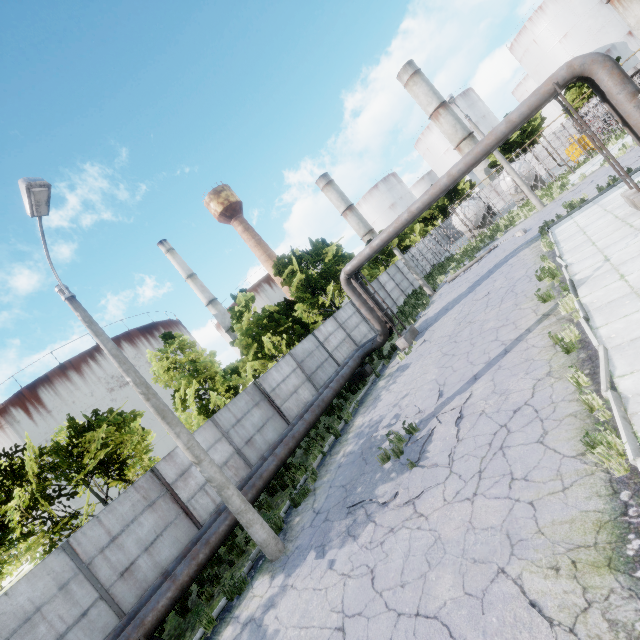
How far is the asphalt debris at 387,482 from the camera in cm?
656

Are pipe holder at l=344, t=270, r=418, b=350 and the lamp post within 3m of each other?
no

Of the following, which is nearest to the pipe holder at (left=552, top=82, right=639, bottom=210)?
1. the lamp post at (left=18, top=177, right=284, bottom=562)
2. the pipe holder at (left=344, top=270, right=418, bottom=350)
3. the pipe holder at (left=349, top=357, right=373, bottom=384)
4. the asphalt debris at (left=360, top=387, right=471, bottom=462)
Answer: the asphalt debris at (left=360, top=387, right=471, bottom=462)

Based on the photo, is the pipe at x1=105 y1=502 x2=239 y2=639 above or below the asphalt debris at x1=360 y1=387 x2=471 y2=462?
above

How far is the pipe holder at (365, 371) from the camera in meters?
17.3

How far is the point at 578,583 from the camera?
3.47m

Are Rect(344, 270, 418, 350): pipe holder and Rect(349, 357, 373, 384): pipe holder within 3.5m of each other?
yes

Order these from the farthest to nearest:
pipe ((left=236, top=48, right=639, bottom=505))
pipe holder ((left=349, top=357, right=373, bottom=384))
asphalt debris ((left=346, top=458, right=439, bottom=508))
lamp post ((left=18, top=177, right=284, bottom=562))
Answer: pipe holder ((left=349, top=357, right=373, bottom=384)) < pipe ((left=236, top=48, right=639, bottom=505)) < lamp post ((left=18, top=177, right=284, bottom=562)) < asphalt debris ((left=346, top=458, right=439, bottom=508))
